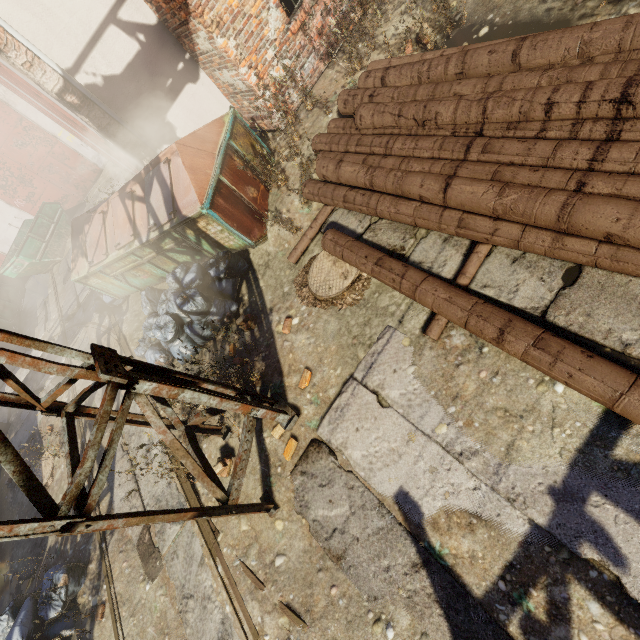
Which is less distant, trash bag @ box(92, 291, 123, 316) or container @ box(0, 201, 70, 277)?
trash bag @ box(92, 291, 123, 316)

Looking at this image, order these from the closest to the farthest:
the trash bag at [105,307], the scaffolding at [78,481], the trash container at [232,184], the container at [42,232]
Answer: the scaffolding at [78,481]
the trash container at [232,184]
the trash bag at [105,307]
the container at [42,232]

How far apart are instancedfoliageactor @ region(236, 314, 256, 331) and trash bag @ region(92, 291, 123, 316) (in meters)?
4.85

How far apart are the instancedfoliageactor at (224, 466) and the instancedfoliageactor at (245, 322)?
0.43m

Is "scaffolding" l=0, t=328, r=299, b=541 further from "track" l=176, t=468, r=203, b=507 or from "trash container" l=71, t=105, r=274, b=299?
"trash container" l=71, t=105, r=274, b=299

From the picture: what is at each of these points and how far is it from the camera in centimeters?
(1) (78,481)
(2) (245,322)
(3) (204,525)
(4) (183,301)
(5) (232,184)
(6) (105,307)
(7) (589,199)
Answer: (1) scaffolding, 217cm
(2) instancedfoliageactor, 512cm
(3) track, 405cm
(4) trash bag, 509cm
(5) trash container, 519cm
(6) trash bag, 842cm
(7) pipe, 249cm

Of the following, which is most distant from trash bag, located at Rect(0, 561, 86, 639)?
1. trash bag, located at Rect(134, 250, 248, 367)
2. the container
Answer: the container

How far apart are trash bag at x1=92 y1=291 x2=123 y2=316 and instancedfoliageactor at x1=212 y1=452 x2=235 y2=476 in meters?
5.6 m
